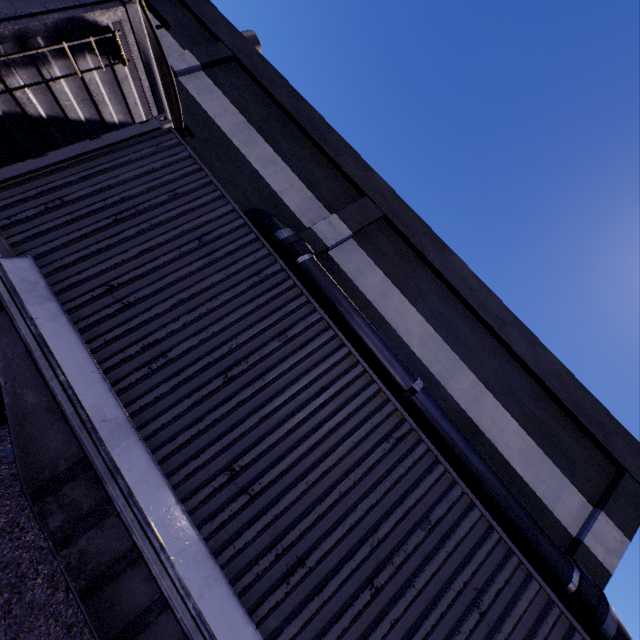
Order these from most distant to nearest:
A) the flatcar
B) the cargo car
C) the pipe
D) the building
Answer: the building
the pipe
the cargo car
the flatcar

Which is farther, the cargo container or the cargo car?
the cargo car

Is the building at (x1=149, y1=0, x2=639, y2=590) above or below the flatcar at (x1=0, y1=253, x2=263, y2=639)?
above

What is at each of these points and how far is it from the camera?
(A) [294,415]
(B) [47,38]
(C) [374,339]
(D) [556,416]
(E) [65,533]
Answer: (A) cargo container, 3.5m
(B) cargo car, 4.8m
(C) pipe, 7.6m
(D) building, 9.3m
(E) flatcar, 2.8m

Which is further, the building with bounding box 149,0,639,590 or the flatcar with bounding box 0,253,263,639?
the building with bounding box 149,0,639,590

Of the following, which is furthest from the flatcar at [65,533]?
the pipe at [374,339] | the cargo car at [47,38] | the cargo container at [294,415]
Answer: the pipe at [374,339]

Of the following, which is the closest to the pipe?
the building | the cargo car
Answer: the building

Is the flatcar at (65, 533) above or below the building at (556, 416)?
below
